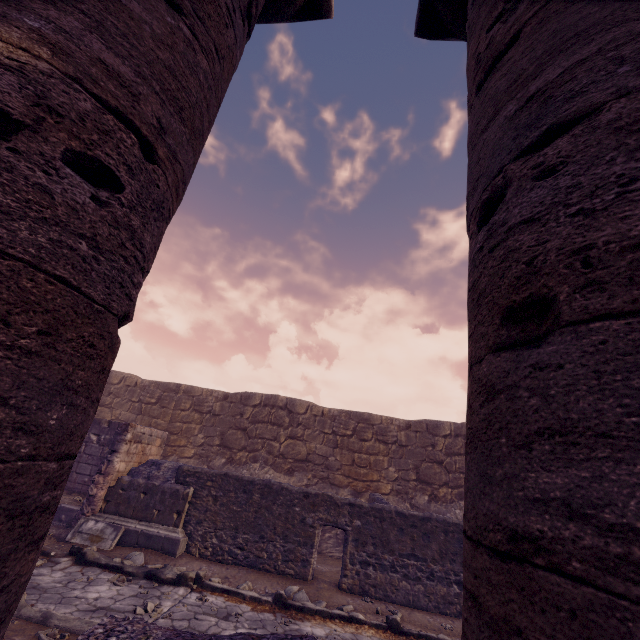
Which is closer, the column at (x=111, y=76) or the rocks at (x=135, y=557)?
the column at (x=111, y=76)

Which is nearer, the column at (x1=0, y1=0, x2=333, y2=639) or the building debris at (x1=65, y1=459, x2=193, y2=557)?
the column at (x1=0, y1=0, x2=333, y2=639)

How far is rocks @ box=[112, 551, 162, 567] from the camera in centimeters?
688cm

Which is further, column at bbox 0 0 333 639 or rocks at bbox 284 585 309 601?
Result: rocks at bbox 284 585 309 601

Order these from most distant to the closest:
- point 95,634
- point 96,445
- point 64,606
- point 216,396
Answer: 1. point 216,396
2. point 96,445
3. point 64,606
4. point 95,634

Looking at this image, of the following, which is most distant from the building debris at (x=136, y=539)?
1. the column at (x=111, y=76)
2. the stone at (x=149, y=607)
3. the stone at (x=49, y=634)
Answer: the column at (x=111, y=76)

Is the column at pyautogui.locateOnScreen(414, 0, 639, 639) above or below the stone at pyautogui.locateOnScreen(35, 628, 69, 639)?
above

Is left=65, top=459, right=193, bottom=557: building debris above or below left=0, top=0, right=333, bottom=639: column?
below
